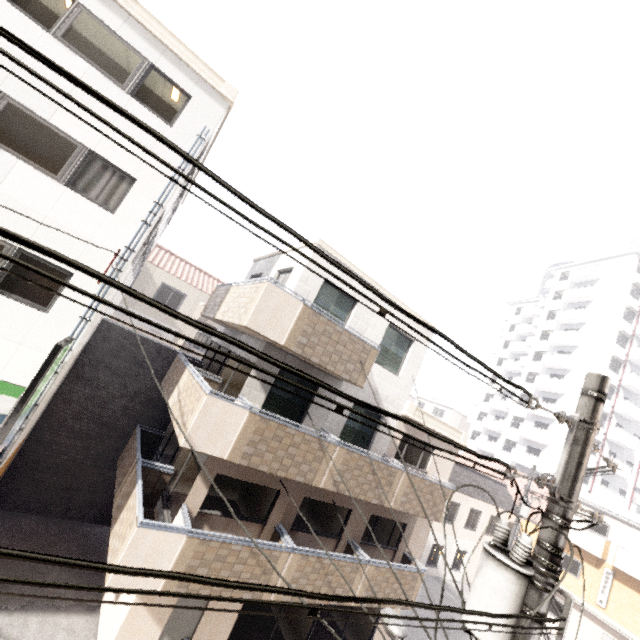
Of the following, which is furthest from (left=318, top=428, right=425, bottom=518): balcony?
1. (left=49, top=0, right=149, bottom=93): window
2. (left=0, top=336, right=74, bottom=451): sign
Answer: (left=49, top=0, right=149, bottom=93): window

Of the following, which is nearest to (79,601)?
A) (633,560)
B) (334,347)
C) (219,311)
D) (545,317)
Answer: (334,347)

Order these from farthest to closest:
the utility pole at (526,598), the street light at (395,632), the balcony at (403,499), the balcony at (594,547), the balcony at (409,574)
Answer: the balcony at (594,547) < the balcony at (409,574) < the balcony at (403,499) < the street light at (395,632) < the utility pole at (526,598)

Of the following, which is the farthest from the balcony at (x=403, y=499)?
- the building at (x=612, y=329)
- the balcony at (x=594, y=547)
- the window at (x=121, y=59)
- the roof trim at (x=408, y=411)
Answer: the building at (x=612, y=329)

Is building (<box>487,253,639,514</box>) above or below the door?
above

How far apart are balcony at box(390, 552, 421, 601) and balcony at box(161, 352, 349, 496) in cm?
158

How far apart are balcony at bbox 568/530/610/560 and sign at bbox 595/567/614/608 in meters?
0.3 m
